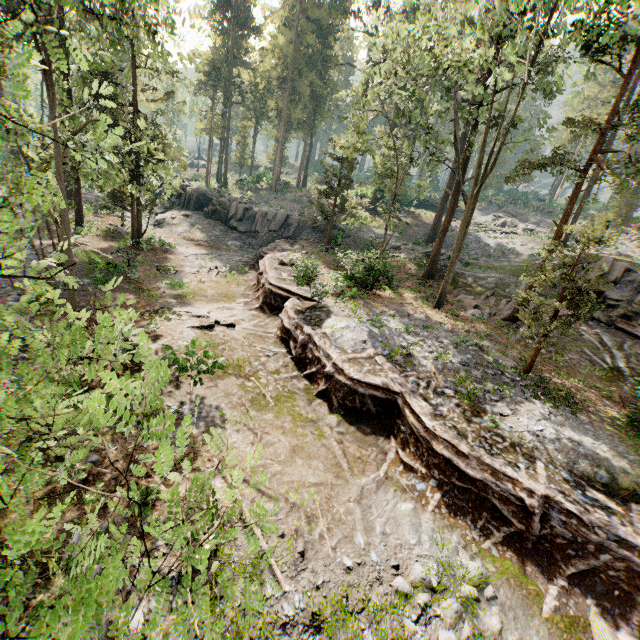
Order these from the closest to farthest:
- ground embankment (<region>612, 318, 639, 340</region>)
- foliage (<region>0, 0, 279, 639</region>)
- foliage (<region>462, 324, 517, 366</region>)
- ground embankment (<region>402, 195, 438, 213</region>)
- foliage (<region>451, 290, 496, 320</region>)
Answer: foliage (<region>0, 0, 279, 639</region>), foliage (<region>462, 324, 517, 366</region>), ground embankment (<region>612, 318, 639, 340</region>), foliage (<region>451, 290, 496, 320</region>), ground embankment (<region>402, 195, 438, 213</region>)

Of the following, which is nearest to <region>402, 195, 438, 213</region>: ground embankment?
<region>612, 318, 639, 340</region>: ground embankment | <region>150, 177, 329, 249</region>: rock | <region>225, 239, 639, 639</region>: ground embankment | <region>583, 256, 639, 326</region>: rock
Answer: <region>150, 177, 329, 249</region>: rock

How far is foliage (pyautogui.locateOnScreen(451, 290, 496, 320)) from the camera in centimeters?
1964cm

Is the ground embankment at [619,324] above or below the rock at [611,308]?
below

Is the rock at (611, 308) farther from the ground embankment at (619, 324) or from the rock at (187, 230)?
the rock at (187, 230)

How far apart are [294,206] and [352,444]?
37.8m

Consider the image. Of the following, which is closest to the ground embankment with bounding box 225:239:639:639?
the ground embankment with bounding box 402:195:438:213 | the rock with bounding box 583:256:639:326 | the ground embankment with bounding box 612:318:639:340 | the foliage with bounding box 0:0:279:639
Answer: the foliage with bounding box 0:0:279:639

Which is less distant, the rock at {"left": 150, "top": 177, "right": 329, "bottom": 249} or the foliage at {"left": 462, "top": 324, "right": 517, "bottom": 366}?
the foliage at {"left": 462, "top": 324, "right": 517, "bottom": 366}
